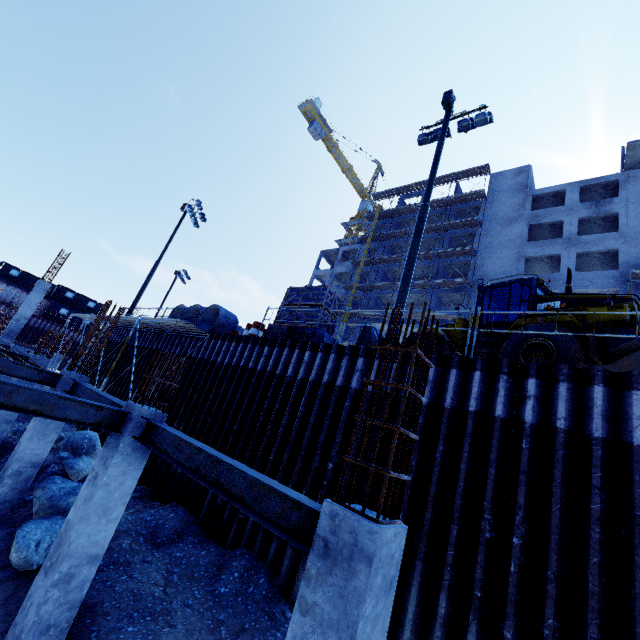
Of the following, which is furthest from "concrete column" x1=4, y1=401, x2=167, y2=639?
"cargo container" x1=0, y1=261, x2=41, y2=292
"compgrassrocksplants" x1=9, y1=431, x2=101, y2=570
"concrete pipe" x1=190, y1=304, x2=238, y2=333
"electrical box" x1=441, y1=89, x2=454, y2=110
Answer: "cargo container" x1=0, y1=261, x2=41, y2=292

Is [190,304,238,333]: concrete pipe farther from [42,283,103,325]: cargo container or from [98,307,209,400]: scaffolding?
[42,283,103,325]: cargo container

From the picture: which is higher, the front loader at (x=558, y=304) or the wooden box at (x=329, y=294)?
the front loader at (x=558, y=304)

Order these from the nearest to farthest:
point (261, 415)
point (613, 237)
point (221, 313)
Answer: point (261, 415) < point (221, 313) < point (613, 237)

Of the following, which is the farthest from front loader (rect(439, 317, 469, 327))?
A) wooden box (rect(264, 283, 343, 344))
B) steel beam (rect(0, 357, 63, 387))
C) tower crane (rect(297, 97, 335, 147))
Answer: → tower crane (rect(297, 97, 335, 147))

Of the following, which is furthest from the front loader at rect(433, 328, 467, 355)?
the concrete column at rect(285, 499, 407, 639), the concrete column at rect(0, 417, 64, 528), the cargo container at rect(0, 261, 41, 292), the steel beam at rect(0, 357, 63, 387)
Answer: the cargo container at rect(0, 261, 41, 292)

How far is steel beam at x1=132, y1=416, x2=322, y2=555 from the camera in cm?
335

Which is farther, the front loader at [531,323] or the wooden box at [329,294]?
the wooden box at [329,294]
